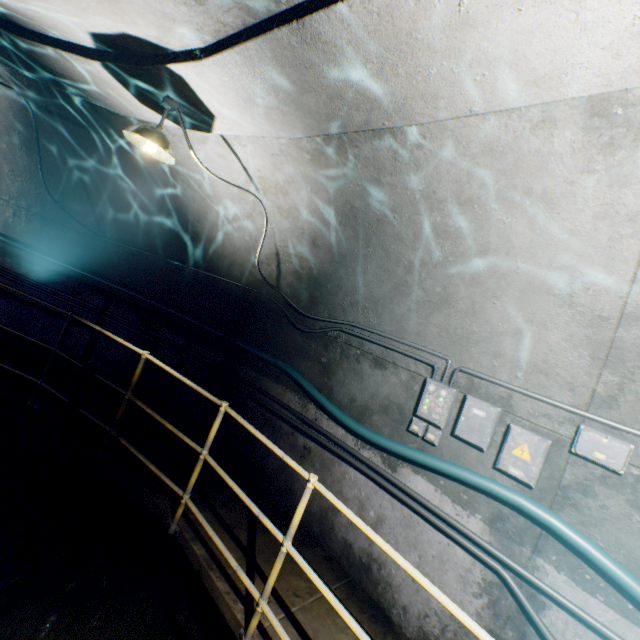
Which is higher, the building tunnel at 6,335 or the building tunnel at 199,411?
the building tunnel at 199,411

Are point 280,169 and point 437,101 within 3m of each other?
yes

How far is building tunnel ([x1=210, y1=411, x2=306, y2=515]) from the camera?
4.1m

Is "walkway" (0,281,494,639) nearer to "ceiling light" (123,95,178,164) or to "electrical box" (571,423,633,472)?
"electrical box" (571,423,633,472)

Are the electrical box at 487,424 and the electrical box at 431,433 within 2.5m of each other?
yes

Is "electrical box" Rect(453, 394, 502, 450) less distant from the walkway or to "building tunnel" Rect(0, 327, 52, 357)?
"building tunnel" Rect(0, 327, 52, 357)

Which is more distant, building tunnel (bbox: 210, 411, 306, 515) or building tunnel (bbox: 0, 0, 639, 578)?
building tunnel (bbox: 210, 411, 306, 515)
